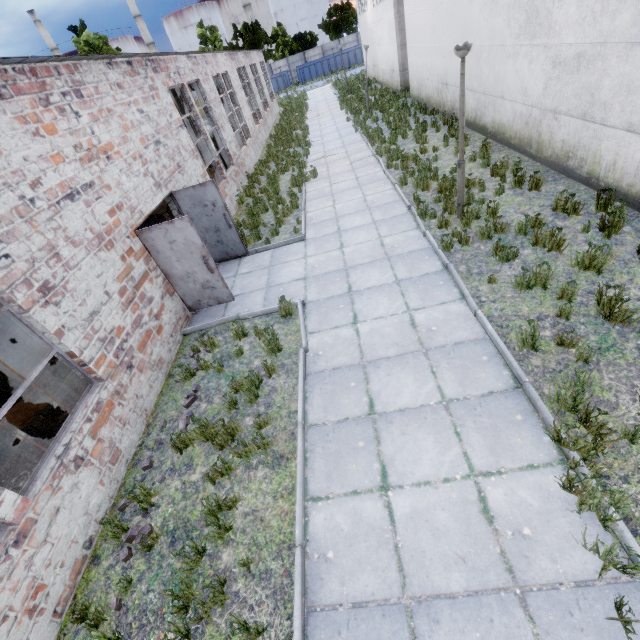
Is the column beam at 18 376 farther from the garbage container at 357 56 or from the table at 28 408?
the garbage container at 357 56

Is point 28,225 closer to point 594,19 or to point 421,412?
point 421,412

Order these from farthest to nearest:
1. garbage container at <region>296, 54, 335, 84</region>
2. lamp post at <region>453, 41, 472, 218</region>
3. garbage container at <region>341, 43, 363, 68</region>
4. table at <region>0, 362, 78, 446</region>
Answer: garbage container at <region>296, 54, 335, 84</region> < garbage container at <region>341, 43, 363, 68</region> < lamp post at <region>453, 41, 472, 218</region> < table at <region>0, 362, 78, 446</region>

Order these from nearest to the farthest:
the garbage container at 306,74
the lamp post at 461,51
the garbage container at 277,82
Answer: the lamp post at 461,51 < the garbage container at 306,74 < the garbage container at 277,82

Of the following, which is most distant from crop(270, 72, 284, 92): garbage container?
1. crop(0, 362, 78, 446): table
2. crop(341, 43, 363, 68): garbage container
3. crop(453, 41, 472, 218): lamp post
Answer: crop(0, 362, 78, 446): table

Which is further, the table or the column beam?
the column beam

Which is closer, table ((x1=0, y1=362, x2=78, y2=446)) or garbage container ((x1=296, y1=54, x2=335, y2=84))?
table ((x1=0, y1=362, x2=78, y2=446))

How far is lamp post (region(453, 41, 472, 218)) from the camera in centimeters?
589cm
